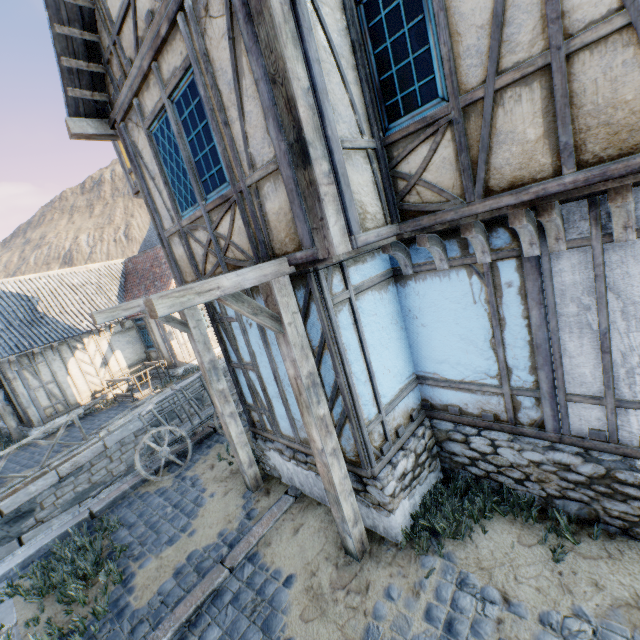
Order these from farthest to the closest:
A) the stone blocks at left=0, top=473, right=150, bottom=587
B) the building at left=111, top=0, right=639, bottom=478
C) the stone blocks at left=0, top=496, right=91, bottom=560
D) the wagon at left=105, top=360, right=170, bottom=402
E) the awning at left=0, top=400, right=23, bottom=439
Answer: the wagon at left=105, top=360, right=170, bottom=402
the awning at left=0, top=400, right=23, bottom=439
the stone blocks at left=0, top=496, right=91, bottom=560
the stone blocks at left=0, top=473, right=150, bottom=587
the building at left=111, top=0, right=639, bottom=478

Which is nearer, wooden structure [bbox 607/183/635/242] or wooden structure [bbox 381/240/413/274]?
wooden structure [bbox 607/183/635/242]

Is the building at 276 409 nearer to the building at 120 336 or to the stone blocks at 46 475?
the stone blocks at 46 475

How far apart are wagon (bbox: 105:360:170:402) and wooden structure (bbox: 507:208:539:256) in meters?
14.6 m

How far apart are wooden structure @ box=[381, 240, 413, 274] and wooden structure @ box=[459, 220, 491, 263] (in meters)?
0.87

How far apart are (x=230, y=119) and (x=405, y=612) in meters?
5.8

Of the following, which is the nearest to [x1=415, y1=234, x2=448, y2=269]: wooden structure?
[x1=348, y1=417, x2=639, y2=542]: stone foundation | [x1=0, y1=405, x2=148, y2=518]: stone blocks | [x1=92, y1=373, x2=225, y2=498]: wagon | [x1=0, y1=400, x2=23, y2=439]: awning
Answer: [x1=348, y1=417, x2=639, y2=542]: stone foundation

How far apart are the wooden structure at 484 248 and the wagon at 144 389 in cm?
1411
